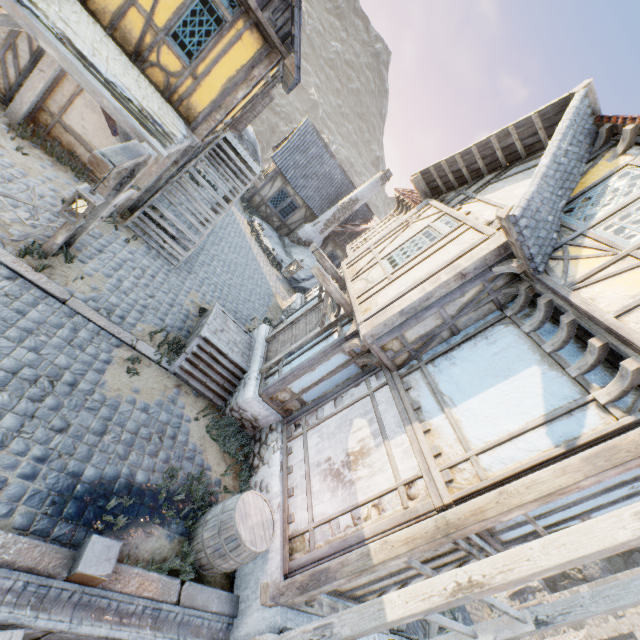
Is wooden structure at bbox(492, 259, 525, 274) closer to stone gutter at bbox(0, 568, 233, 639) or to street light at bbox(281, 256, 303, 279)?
street light at bbox(281, 256, 303, 279)

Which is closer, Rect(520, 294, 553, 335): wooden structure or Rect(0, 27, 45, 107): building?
Rect(520, 294, 553, 335): wooden structure

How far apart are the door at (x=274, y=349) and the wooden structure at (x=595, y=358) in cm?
476

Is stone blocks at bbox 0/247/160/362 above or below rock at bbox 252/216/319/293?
below

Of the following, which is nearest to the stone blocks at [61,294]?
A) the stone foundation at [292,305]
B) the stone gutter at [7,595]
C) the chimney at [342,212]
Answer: the stone gutter at [7,595]

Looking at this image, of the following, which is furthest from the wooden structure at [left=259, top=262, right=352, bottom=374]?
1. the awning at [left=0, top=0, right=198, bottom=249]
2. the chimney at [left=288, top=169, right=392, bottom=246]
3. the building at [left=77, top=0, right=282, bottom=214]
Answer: the chimney at [left=288, top=169, right=392, bottom=246]

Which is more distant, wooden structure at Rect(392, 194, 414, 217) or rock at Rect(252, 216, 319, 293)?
rock at Rect(252, 216, 319, 293)

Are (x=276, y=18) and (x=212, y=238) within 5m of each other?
no
